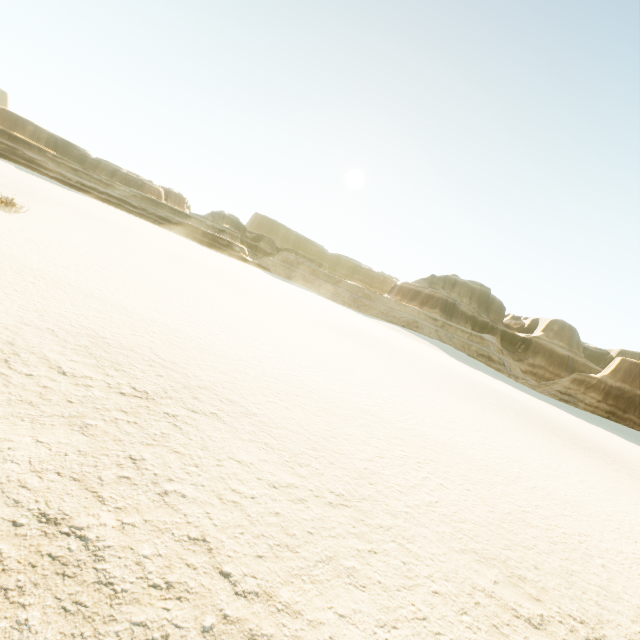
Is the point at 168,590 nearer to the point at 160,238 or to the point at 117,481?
the point at 117,481
